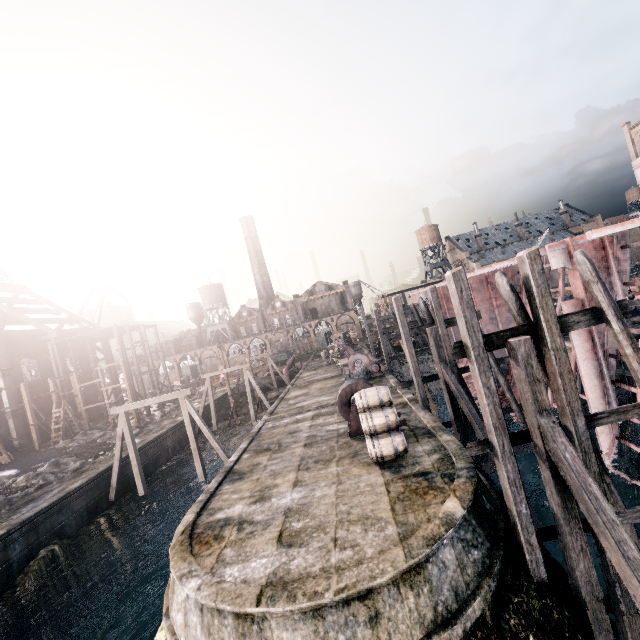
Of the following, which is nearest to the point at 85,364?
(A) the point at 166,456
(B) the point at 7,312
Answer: (B) the point at 7,312

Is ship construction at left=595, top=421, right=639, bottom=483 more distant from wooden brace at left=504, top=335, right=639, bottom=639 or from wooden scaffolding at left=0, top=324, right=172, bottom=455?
wooden scaffolding at left=0, top=324, right=172, bottom=455

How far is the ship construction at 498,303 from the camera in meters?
20.3 m

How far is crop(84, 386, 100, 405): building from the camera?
44.33m

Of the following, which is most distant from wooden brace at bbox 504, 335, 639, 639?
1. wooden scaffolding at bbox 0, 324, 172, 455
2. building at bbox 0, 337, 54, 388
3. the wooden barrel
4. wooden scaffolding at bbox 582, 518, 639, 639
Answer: building at bbox 0, 337, 54, 388

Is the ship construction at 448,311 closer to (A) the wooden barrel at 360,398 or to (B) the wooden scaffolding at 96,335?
(A) the wooden barrel at 360,398

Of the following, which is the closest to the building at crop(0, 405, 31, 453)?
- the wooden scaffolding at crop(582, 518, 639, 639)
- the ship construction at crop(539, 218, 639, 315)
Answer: the wooden scaffolding at crop(582, 518, 639, 639)
